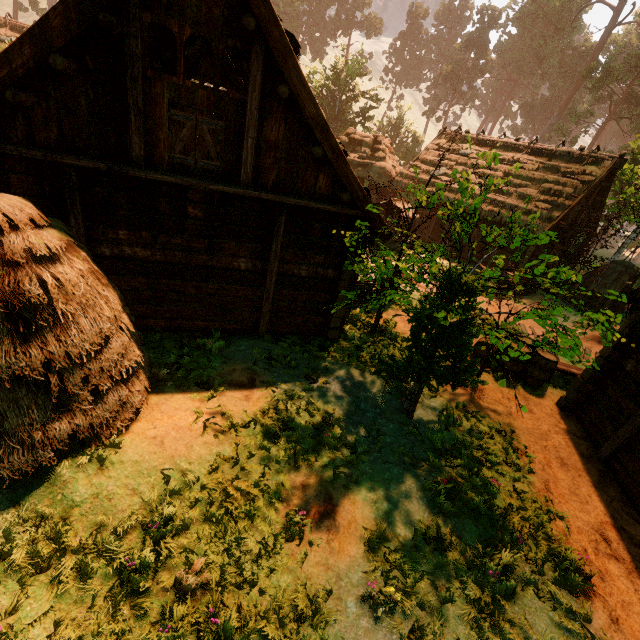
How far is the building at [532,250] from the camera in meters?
18.8 m

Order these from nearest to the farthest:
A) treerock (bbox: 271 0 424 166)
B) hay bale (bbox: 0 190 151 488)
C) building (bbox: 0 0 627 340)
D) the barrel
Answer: hay bale (bbox: 0 190 151 488)
building (bbox: 0 0 627 340)
the barrel
treerock (bbox: 271 0 424 166)

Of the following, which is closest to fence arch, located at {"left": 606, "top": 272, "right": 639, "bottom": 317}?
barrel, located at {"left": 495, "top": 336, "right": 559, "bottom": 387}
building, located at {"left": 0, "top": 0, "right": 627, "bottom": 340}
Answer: building, located at {"left": 0, "top": 0, "right": 627, "bottom": 340}

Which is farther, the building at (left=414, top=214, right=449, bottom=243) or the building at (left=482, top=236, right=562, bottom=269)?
the building at (left=414, top=214, right=449, bottom=243)

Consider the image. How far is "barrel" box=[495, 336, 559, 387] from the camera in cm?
939

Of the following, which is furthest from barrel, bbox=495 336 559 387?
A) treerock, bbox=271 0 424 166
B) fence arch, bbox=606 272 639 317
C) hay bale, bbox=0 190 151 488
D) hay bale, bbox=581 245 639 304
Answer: hay bale, bbox=581 245 639 304

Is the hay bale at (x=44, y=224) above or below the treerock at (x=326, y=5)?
below

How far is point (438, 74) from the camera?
52.0 meters
